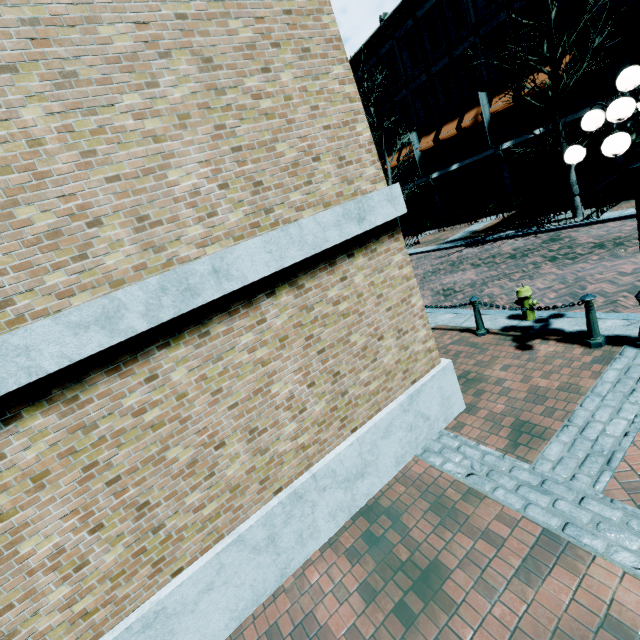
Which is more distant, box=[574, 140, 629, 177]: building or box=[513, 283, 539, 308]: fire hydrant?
box=[574, 140, 629, 177]: building

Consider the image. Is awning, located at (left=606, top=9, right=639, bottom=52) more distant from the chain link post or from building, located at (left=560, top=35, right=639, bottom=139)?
the chain link post

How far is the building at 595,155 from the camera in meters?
14.9 m

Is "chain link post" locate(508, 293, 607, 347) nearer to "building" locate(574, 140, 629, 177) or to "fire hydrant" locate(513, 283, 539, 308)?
"fire hydrant" locate(513, 283, 539, 308)

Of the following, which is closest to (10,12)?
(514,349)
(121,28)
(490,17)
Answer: (121,28)

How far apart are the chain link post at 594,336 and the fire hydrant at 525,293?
1.25m

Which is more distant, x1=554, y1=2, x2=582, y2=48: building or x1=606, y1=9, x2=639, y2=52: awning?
x1=554, y1=2, x2=582, y2=48: building
